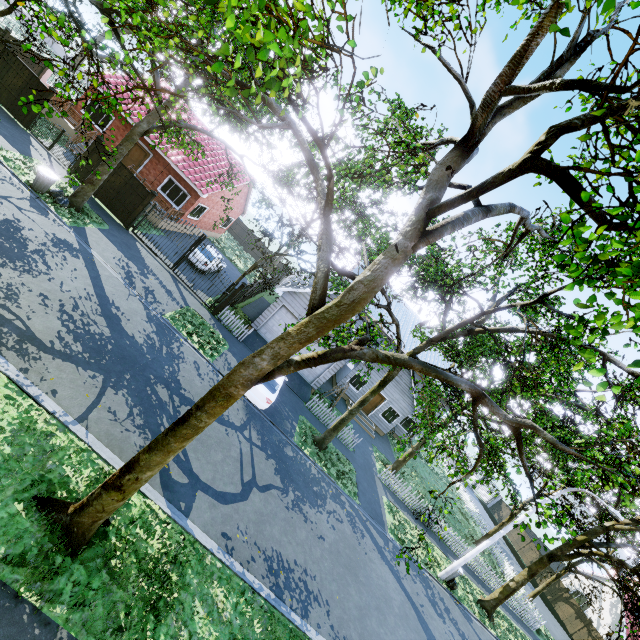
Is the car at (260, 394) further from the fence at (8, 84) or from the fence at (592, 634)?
the fence at (8, 84)

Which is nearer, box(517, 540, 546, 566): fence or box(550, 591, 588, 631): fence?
box(550, 591, 588, 631): fence

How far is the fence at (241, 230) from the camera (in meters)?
39.78

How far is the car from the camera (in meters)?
14.27

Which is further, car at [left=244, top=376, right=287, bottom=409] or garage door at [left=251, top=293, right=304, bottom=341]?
garage door at [left=251, top=293, right=304, bottom=341]

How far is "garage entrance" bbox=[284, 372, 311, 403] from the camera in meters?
19.6 m

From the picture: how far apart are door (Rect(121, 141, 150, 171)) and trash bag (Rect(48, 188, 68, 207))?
9.1m

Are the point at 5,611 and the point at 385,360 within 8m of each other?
yes
